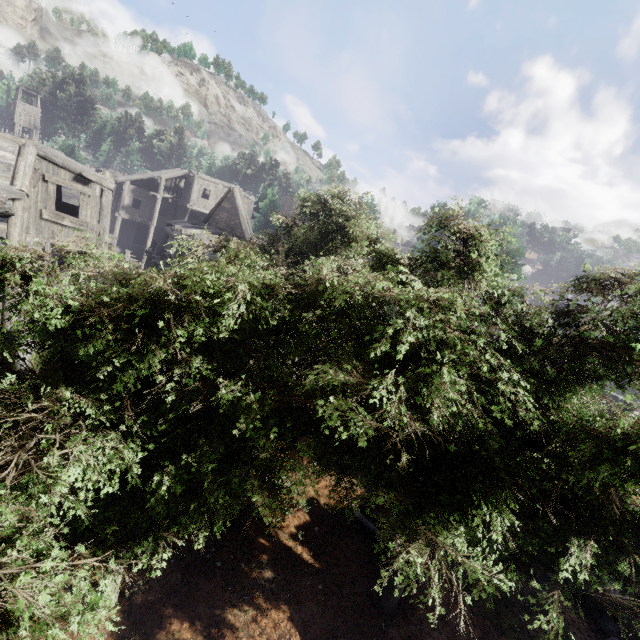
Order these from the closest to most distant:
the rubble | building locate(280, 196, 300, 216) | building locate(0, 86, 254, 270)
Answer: the rubble → building locate(0, 86, 254, 270) → building locate(280, 196, 300, 216)

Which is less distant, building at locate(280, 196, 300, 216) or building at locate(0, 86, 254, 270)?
building at locate(0, 86, 254, 270)

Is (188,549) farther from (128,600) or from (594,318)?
(594,318)

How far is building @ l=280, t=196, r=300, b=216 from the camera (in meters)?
51.09

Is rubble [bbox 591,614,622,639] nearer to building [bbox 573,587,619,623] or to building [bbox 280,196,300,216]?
building [bbox 573,587,619,623]

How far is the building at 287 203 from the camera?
51.09m

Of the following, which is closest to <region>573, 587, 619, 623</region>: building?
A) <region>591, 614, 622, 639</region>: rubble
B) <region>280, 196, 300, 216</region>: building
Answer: <region>591, 614, 622, 639</region>: rubble

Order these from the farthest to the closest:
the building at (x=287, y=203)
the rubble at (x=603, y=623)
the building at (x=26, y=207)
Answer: the building at (x=287, y=203), the building at (x=26, y=207), the rubble at (x=603, y=623)
